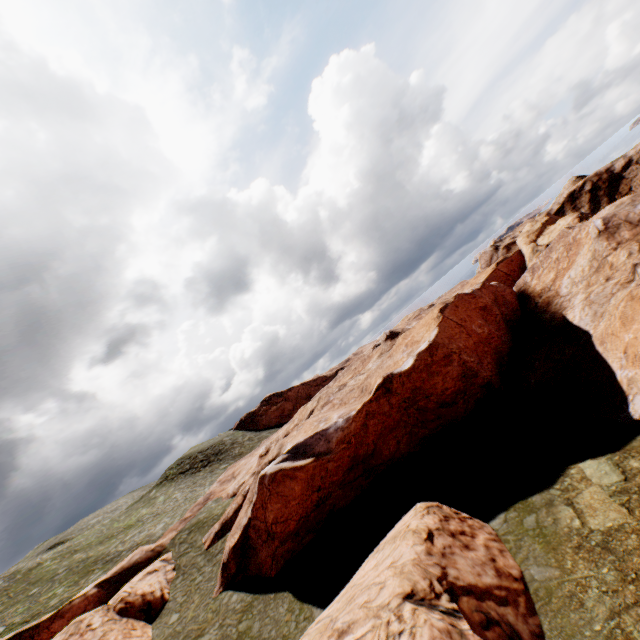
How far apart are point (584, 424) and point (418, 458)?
10.80m

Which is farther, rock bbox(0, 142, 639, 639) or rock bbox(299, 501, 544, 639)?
rock bbox(0, 142, 639, 639)

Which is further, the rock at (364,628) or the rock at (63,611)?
the rock at (63,611)
